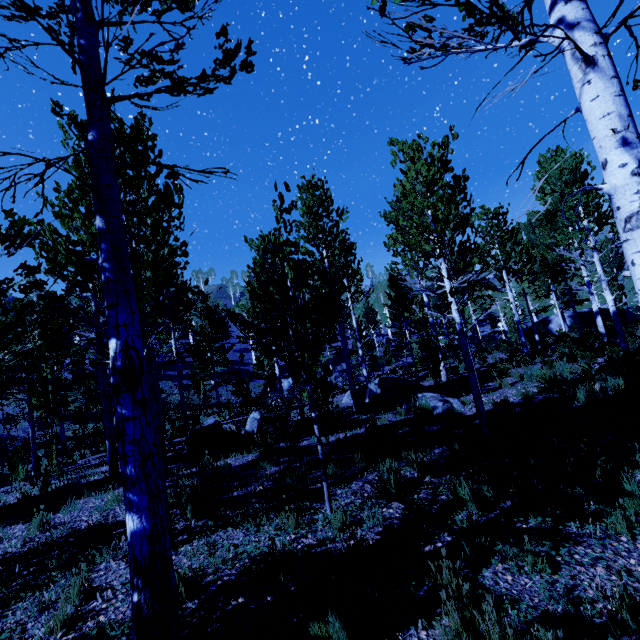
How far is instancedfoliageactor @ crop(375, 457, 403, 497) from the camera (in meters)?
4.99

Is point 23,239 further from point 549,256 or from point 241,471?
point 549,256

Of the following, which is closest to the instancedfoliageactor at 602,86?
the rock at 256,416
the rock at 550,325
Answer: the rock at 256,416

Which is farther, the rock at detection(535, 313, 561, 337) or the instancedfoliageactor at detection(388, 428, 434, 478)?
the rock at detection(535, 313, 561, 337)

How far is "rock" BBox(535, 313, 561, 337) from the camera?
30.02m

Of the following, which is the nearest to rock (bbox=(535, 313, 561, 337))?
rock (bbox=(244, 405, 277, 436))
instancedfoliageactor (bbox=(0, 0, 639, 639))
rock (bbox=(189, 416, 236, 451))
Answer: instancedfoliageactor (bbox=(0, 0, 639, 639))

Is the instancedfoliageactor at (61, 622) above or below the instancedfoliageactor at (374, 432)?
below

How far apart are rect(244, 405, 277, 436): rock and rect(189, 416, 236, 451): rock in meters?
0.5 m
